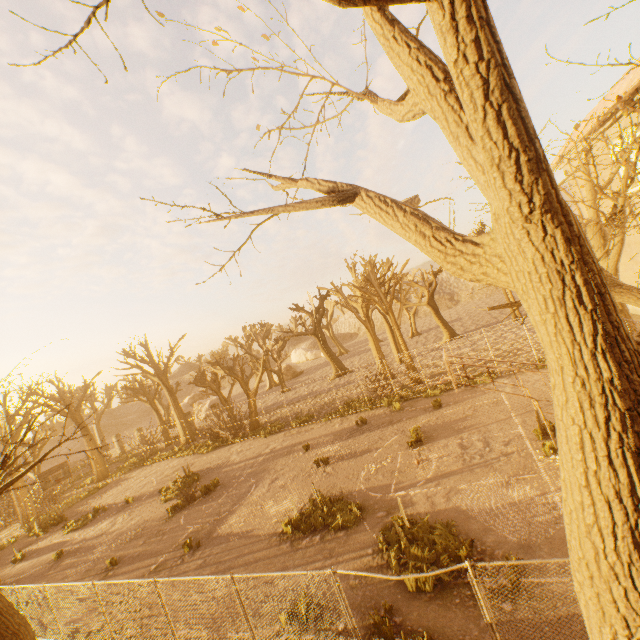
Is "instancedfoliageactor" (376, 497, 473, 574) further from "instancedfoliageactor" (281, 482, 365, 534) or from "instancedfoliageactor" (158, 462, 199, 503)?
"instancedfoliageactor" (158, 462, 199, 503)

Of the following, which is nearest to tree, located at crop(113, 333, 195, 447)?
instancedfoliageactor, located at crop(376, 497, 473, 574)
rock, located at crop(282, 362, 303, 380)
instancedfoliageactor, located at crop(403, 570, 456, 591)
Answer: rock, located at crop(282, 362, 303, 380)

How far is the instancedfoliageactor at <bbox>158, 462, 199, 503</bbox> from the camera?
18.9 meters

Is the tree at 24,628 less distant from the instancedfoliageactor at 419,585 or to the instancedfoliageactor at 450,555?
the instancedfoliageactor at 419,585

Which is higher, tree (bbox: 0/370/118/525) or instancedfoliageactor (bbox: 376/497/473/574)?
tree (bbox: 0/370/118/525)

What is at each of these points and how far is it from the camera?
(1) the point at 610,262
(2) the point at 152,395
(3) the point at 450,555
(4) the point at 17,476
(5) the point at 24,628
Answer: (1) tree, 12.0m
(2) tree, 45.2m
(3) instancedfoliageactor, 7.8m
(4) tree, 6.6m
(5) tree, 6.9m

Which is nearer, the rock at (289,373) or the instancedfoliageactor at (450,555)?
the instancedfoliageactor at (450,555)

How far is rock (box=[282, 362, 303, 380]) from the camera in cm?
4919
